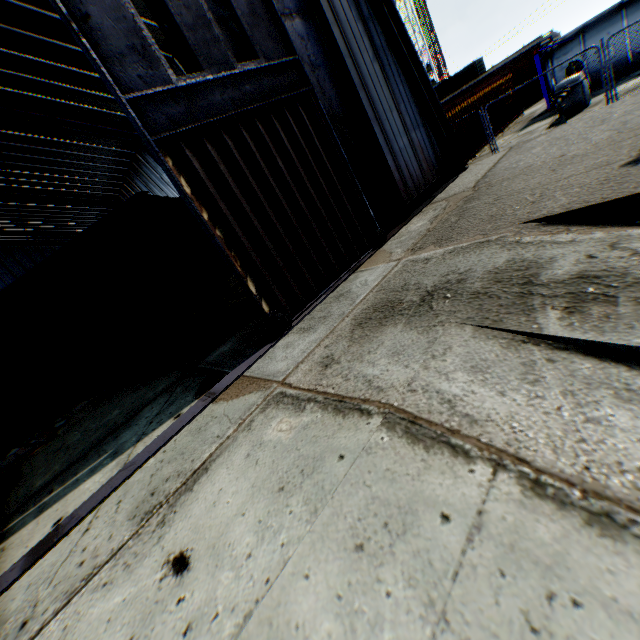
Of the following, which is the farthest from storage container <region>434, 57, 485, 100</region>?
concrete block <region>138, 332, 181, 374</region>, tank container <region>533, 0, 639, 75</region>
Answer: concrete block <region>138, 332, 181, 374</region>

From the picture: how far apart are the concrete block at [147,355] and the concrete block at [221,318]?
1.2 meters

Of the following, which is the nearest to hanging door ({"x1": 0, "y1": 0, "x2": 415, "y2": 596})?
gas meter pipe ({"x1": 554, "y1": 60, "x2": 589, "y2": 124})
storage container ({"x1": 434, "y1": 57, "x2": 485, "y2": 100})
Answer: gas meter pipe ({"x1": 554, "y1": 60, "x2": 589, "y2": 124})

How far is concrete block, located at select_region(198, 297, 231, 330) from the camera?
11.1 meters

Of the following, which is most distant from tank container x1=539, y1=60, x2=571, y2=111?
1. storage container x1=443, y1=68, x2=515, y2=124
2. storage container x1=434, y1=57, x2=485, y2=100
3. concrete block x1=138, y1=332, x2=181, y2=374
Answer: storage container x1=434, y1=57, x2=485, y2=100

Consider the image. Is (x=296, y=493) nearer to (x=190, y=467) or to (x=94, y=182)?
(x=190, y=467)

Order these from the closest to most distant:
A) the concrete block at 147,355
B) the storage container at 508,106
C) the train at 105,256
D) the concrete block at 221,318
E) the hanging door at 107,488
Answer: the hanging door at 107,488 < the train at 105,256 < the concrete block at 147,355 < the concrete block at 221,318 < the storage container at 508,106

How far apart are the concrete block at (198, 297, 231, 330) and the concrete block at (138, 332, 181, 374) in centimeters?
122cm
